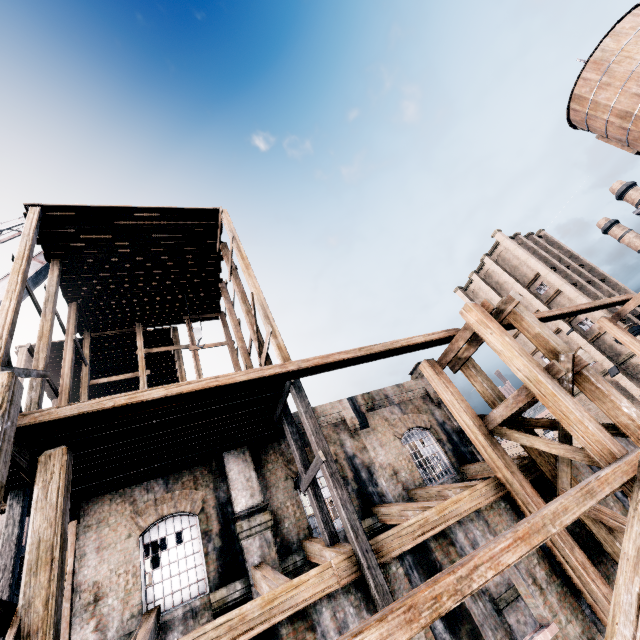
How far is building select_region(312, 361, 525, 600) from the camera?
8.9 meters

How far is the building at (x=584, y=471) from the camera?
11.9 meters

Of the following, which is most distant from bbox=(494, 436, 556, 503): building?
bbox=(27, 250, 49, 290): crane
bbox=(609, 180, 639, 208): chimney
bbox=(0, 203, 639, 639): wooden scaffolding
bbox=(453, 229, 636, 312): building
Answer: bbox=(609, 180, 639, 208): chimney

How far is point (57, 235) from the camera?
15.92m

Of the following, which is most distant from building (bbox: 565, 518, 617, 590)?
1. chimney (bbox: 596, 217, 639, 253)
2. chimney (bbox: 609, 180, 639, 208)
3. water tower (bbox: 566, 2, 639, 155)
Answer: chimney (bbox: 596, 217, 639, 253)
